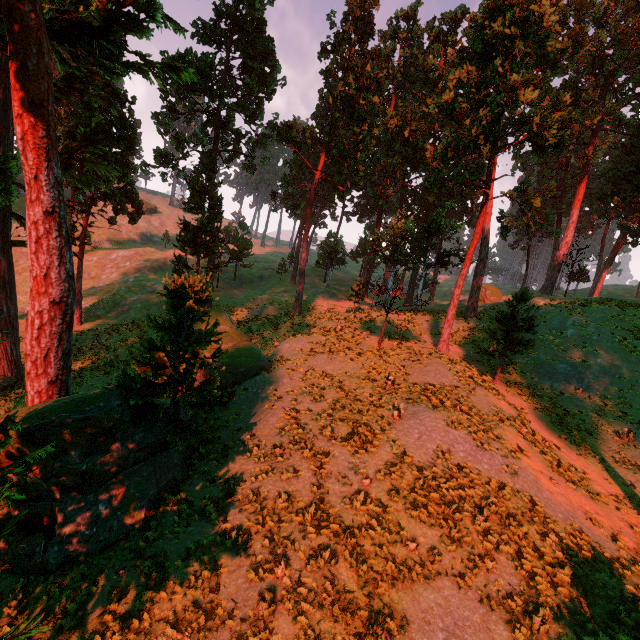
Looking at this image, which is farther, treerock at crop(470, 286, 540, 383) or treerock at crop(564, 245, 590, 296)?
treerock at crop(564, 245, 590, 296)

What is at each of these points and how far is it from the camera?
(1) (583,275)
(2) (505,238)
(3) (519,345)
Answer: (1) treerock, 54.3 meters
(2) treerock, 21.5 meters
(3) treerock, 19.8 meters

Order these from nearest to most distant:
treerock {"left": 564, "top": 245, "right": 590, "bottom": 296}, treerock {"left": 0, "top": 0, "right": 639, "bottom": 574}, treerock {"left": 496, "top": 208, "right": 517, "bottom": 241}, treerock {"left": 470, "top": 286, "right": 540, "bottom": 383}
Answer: treerock {"left": 0, "top": 0, "right": 639, "bottom": 574}, treerock {"left": 470, "top": 286, "right": 540, "bottom": 383}, treerock {"left": 496, "top": 208, "right": 517, "bottom": 241}, treerock {"left": 564, "top": 245, "right": 590, "bottom": 296}

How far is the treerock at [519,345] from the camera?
19.12m

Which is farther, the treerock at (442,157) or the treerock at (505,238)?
the treerock at (505,238)

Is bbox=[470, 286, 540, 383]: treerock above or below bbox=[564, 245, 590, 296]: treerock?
below
